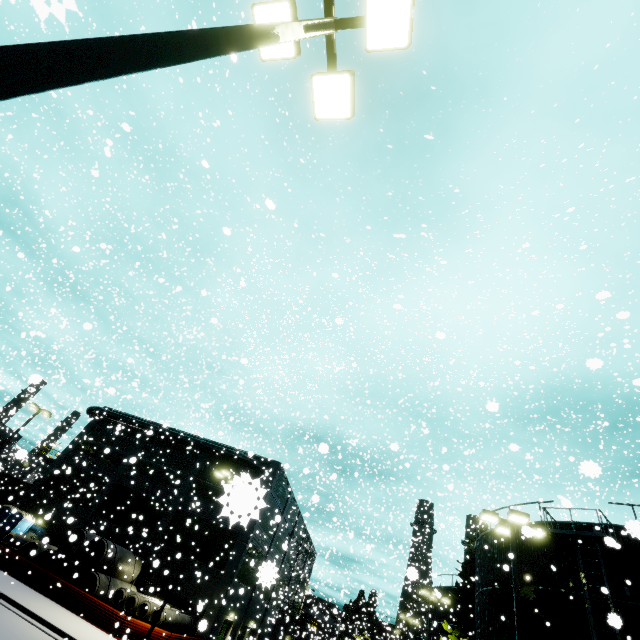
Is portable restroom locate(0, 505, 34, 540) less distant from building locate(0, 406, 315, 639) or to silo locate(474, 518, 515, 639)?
building locate(0, 406, 315, 639)

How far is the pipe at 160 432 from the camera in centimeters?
3278cm

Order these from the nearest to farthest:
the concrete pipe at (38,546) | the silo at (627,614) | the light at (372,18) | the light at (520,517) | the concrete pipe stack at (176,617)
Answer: the light at (372,18)
the light at (520,517)
the silo at (627,614)
the concrete pipe stack at (176,617)
the concrete pipe at (38,546)

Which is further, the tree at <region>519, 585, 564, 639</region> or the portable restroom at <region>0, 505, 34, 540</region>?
the portable restroom at <region>0, 505, 34, 540</region>

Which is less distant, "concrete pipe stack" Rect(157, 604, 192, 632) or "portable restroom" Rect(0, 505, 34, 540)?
"concrete pipe stack" Rect(157, 604, 192, 632)

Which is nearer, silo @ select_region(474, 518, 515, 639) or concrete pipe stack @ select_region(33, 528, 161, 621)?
silo @ select_region(474, 518, 515, 639)

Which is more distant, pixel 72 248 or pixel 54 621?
pixel 72 248

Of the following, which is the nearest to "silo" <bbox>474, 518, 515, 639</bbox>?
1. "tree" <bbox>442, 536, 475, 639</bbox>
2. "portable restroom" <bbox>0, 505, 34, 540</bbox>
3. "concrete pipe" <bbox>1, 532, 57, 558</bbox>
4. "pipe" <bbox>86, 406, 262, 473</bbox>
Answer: "tree" <bbox>442, 536, 475, 639</bbox>
